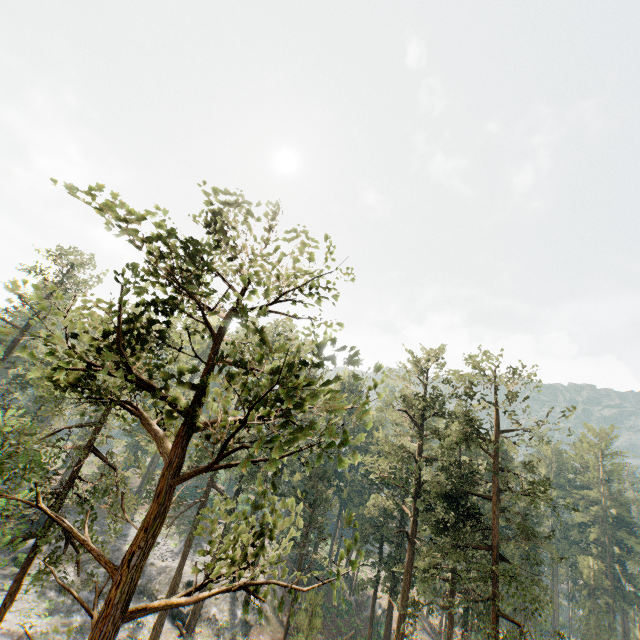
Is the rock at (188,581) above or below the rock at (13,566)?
above

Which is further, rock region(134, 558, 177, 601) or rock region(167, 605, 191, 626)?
rock region(134, 558, 177, 601)

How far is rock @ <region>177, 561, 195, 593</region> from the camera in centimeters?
3464cm

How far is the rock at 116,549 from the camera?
34.6 meters

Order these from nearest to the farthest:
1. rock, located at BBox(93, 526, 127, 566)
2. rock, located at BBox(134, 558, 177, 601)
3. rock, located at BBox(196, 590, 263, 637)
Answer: rock, located at BBox(196, 590, 263, 637) → rock, located at BBox(134, 558, 177, 601) → rock, located at BBox(93, 526, 127, 566)

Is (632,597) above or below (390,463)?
below
